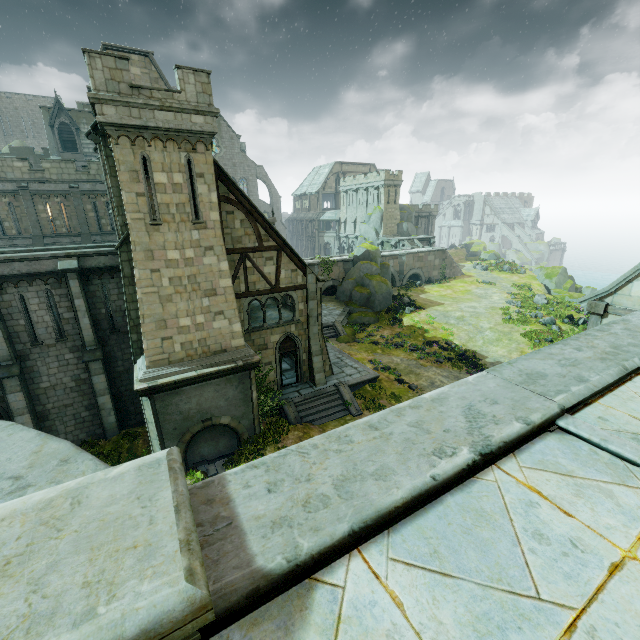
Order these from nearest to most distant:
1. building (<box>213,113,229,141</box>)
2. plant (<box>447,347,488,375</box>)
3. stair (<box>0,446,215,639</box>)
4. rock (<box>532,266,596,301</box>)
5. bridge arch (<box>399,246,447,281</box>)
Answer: stair (<box>0,446,215,639</box>) → plant (<box>447,347,488,375</box>) → rock (<box>532,266,596,301</box>) → bridge arch (<box>399,246,447,281</box>) → building (<box>213,113,229,141</box>)

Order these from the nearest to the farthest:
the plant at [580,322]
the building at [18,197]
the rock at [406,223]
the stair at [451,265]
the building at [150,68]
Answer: the building at [150,68] → the building at [18,197] → the plant at [580,322] → the stair at [451,265] → the rock at [406,223]

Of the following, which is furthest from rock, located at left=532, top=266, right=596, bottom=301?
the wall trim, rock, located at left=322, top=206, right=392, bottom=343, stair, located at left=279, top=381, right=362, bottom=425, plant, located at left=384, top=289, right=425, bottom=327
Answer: stair, located at left=279, top=381, right=362, bottom=425

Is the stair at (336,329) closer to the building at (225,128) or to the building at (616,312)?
the building at (225,128)

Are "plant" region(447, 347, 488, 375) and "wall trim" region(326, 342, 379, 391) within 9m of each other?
yes

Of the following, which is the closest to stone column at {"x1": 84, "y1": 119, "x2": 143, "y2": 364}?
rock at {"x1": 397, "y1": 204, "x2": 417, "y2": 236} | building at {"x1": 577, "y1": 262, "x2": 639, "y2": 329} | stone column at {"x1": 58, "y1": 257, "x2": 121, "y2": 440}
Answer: stone column at {"x1": 58, "y1": 257, "x2": 121, "y2": 440}

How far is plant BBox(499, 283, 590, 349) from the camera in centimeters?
2823cm

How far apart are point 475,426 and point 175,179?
14.0 meters
